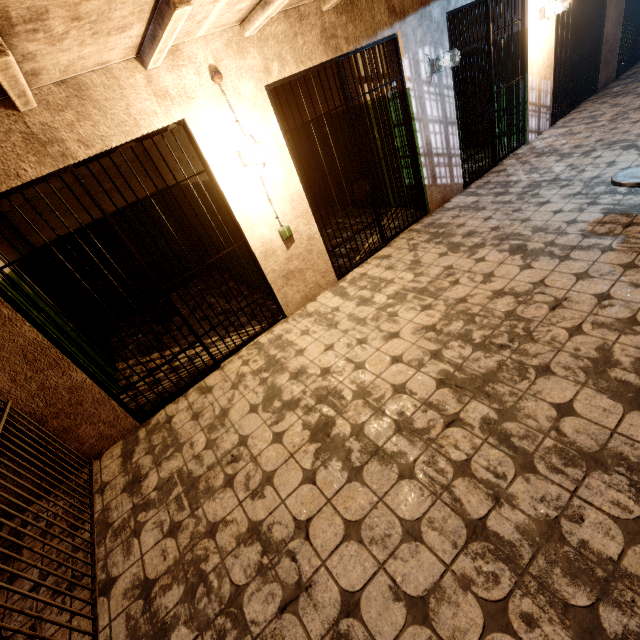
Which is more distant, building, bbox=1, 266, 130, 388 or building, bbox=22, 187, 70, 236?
building, bbox=22, 187, 70, 236

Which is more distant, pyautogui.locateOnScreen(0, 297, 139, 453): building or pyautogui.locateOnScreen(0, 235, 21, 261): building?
pyautogui.locateOnScreen(0, 235, 21, 261): building

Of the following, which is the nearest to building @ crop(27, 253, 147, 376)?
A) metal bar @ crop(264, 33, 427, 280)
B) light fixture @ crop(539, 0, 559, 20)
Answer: metal bar @ crop(264, 33, 427, 280)

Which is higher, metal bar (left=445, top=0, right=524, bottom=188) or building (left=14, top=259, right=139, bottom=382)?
building (left=14, top=259, right=139, bottom=382)

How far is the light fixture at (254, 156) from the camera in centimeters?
316cm

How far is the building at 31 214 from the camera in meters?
5.0

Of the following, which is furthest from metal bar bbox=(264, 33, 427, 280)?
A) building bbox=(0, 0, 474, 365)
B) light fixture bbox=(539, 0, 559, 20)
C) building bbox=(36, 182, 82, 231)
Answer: light fixture bbox=(539, 0, 559, 20)

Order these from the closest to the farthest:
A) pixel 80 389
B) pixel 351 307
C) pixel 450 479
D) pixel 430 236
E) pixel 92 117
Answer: pixel 450 479 < pixel 92 117 < pixel 80 389 < pixel 351 307 < pixel 430 236
